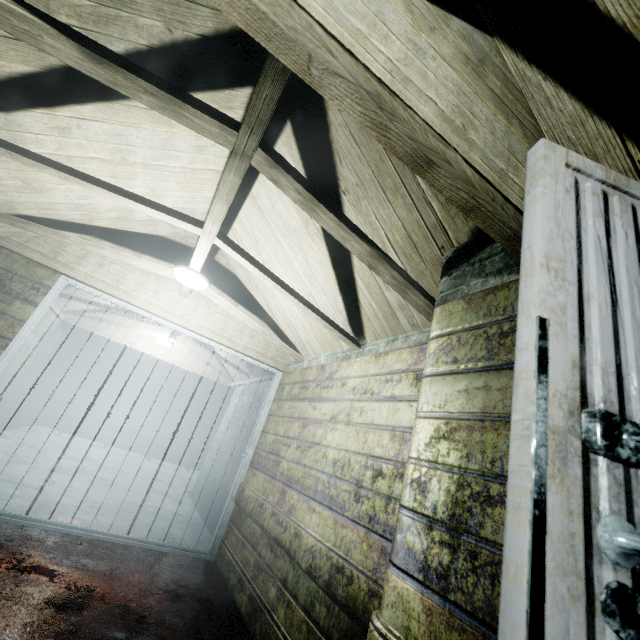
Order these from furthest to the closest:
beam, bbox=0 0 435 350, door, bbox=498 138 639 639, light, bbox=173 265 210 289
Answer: light, bbox=173 265 210 289 < beam, bbox=0 0 435 350 < door, bbox=498 138 639 639

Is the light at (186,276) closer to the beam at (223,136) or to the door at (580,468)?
the beam at (223,136)

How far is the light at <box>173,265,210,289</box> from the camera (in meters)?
2.78

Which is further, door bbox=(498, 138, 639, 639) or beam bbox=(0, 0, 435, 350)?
beam bbox=(0, 0, 435, 350)

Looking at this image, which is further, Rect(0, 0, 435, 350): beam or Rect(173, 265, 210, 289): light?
Rect(173, 265, 210, 289): light

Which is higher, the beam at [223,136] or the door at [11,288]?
the beam at [223,136]

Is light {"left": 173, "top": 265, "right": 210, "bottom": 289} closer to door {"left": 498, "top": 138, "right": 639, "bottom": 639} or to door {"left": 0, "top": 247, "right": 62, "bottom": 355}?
door {"left": 0, "top": 247, "right": 62, "bottom": 355}

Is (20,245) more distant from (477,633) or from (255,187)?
(477,633)
